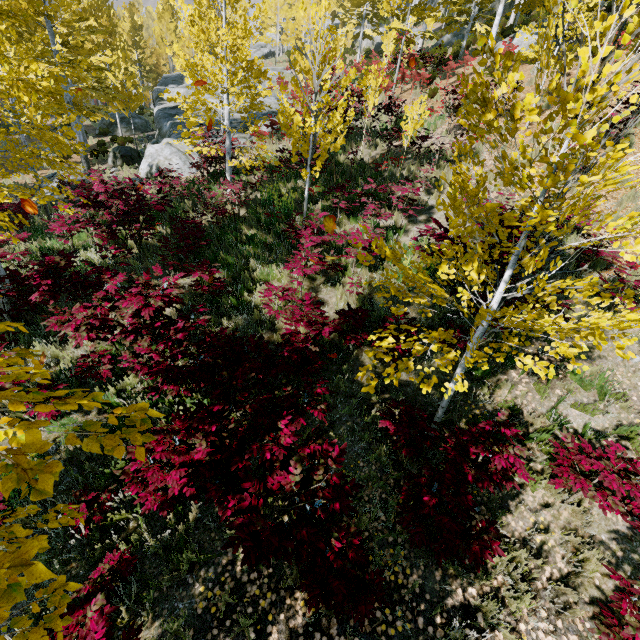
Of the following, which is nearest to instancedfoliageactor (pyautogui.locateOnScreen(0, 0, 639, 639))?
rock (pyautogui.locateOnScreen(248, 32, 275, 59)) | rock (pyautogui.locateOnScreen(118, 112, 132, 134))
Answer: rock (pyautogui.locateOnScreen(248, 32, 275, 59))

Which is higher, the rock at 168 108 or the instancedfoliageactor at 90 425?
the instancedfoliageactor at 90 425

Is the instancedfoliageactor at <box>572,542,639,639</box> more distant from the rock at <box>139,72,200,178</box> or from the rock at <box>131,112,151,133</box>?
the rock at <box>131,112,151,133</box>

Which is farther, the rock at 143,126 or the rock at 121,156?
the rock at 143,126

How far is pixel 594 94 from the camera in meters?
2.4 m
